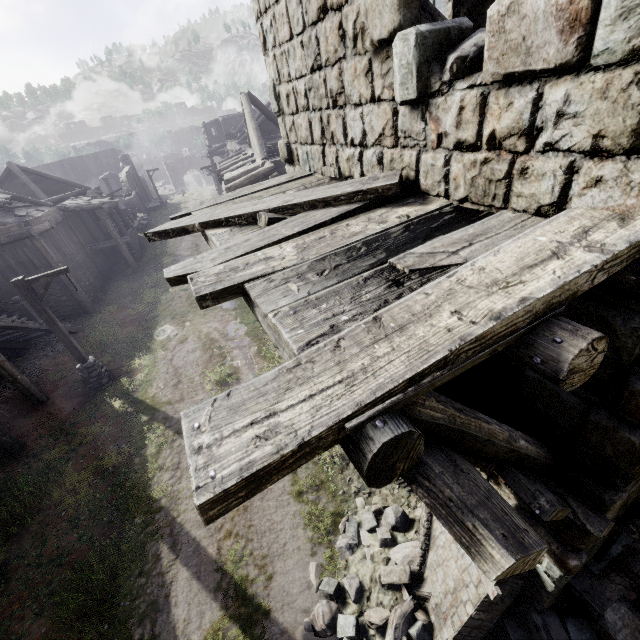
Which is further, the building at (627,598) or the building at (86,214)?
the building at (86,214)

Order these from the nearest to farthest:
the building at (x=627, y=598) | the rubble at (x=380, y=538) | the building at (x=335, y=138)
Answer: the building at (x=335, y=138), the building at (x=627, y=598), the rubble at (x=380, y=538)

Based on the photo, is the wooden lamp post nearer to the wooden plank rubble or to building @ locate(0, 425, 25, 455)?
building @ locate(0, 425, 25, 455)

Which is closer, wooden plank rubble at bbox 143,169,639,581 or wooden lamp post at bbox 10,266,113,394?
wooden plank rubble at bbox 143,169,639,581

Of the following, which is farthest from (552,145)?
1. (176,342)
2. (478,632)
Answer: (176,342)

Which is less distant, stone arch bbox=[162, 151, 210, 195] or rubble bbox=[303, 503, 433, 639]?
rubble bbox=[303, 503, 433, 639]

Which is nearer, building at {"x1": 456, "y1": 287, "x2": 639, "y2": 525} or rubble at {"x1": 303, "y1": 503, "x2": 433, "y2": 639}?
building at {"x1": 456, "y1": 287, "x2": 639, "y2": 525}

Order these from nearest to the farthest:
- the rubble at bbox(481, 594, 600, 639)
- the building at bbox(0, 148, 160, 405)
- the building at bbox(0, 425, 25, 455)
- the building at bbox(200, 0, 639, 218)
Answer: the building at bbox(200, 0, 639, 218) < the rubble at bbox(481, 594, 600, 639) < the building at bbox(0, 425, 25, 455) < the building at bbox(0, 148, 160, 405)
